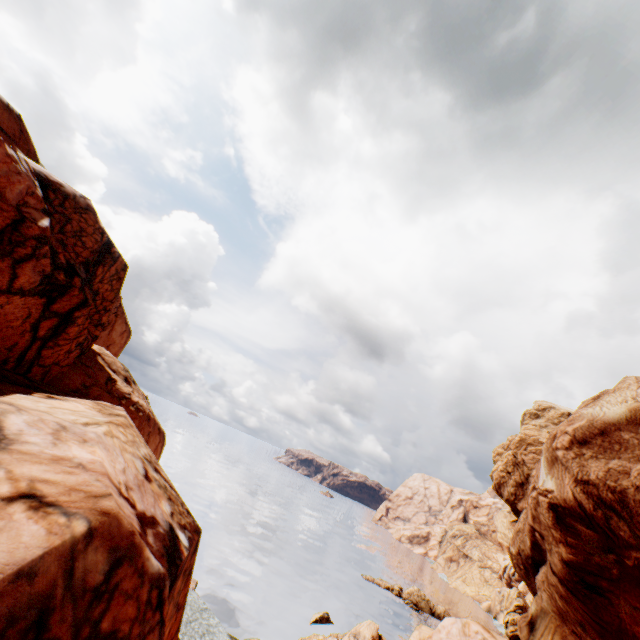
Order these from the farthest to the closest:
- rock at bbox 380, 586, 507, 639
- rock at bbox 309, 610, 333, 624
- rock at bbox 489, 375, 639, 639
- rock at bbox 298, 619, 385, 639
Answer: rock at bbox 309, 610, 333, 624
rock at bbox 298, 619, 385, 639
rock at bbox 380, 586, 507, 639
rock at bbox 489, 375, 639, 639

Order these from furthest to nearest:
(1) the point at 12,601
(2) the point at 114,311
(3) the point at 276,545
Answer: (3) the point at 276,545 → (2) the point at 114,311 → (1) the point at 12,601

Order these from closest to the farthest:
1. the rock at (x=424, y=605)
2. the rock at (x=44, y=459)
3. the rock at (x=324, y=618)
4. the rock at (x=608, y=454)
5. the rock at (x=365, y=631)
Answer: the rock at (x=44, y=459) → the rock at (x=608, y=454) → the rock at (x=424, y=605) → the rock at (x=365, y=631) → the rock at (x=324, y=618)

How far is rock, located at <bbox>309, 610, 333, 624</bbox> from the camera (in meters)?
37.66

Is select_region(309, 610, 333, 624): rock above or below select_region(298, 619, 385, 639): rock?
below

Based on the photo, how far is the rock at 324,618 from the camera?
37.7 meters

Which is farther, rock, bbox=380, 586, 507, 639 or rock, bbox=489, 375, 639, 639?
rock, bbox=380, 586, 507, 639

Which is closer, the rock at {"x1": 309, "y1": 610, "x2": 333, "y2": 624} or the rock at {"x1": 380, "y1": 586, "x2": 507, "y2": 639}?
the rock at {"x1": 380, "y1": 586, "x2": 507, "y2": 639}
